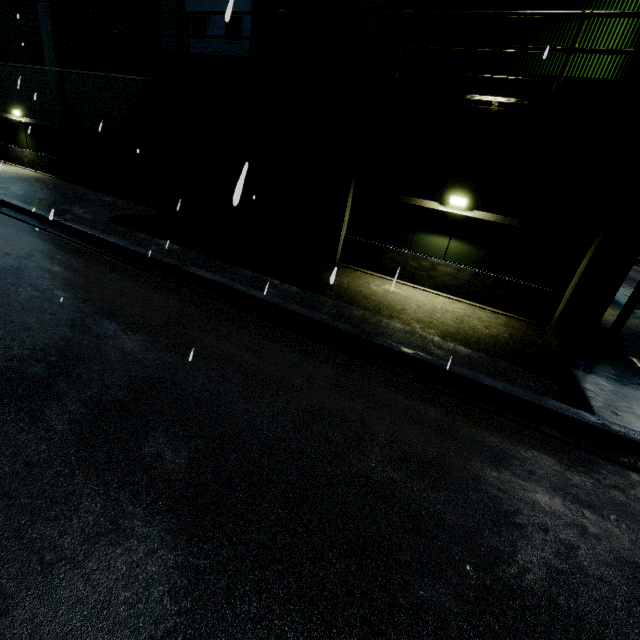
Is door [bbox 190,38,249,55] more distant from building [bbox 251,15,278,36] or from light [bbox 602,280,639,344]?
light [bbox 602,280,639,344]

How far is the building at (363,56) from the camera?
9.3 meters

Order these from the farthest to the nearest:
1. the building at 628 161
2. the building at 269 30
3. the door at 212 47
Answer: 1. the door at 212 47
2. the building at 269 30
3. the building at 628 161

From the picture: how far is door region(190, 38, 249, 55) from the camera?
11.2 meters

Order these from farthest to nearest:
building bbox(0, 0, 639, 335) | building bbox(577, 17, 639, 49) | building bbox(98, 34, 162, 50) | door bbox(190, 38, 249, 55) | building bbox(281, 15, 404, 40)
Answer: building bbox(98, 34, 162, 50), door bbox(190, 38, 249, 55), building bbox(281, 15, 404, 40), building bbox(0, 0, 639, 335), building bbox(577, 17, 639, 49)

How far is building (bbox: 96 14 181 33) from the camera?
11.9m

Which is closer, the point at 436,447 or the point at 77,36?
the point at 436,447
